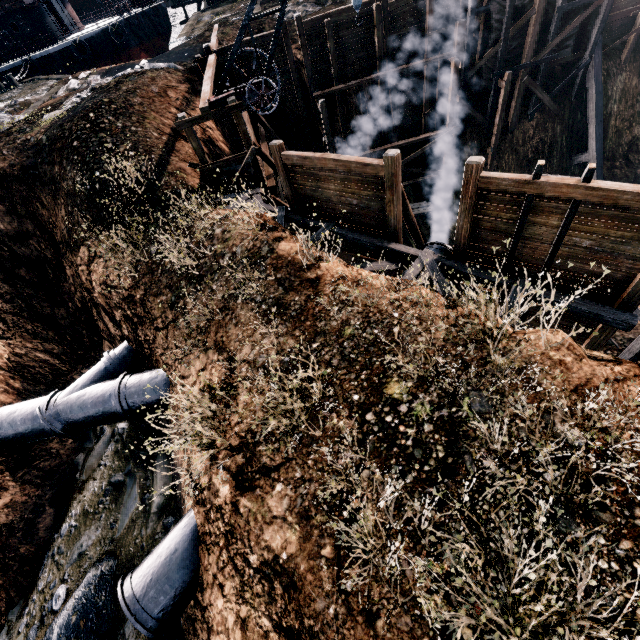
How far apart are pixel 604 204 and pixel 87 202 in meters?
18.2 m

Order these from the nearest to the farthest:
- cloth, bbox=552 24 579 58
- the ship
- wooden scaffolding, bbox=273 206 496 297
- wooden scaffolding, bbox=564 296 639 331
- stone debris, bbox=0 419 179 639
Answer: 1. wooden scaffolding, bbox=564 296 639 331
2. stone debris, bbox=0 419 179 639
3. wooden scaffolding, bbox=273 206 496 297
4. cloth, bbox=552 24 579 58
5. the ship

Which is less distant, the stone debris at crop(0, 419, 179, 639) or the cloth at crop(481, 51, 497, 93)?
the stone debris at crop(0, 419, 179, 639)

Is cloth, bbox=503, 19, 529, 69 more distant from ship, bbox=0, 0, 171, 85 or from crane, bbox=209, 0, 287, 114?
ship, bbox=0, 0, 171, 85

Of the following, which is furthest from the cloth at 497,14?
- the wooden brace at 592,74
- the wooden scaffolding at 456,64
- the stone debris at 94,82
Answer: the stone debris at 94,82

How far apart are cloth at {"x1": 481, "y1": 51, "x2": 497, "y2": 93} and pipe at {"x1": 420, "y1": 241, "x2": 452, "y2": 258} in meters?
16.0

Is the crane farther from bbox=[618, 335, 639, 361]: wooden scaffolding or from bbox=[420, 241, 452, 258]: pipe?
bbox=[618, 335, 639, 361]: wooden scaffolding

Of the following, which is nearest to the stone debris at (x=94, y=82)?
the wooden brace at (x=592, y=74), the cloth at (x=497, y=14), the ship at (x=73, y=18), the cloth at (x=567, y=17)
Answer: the ship at (x=73, y=18)
